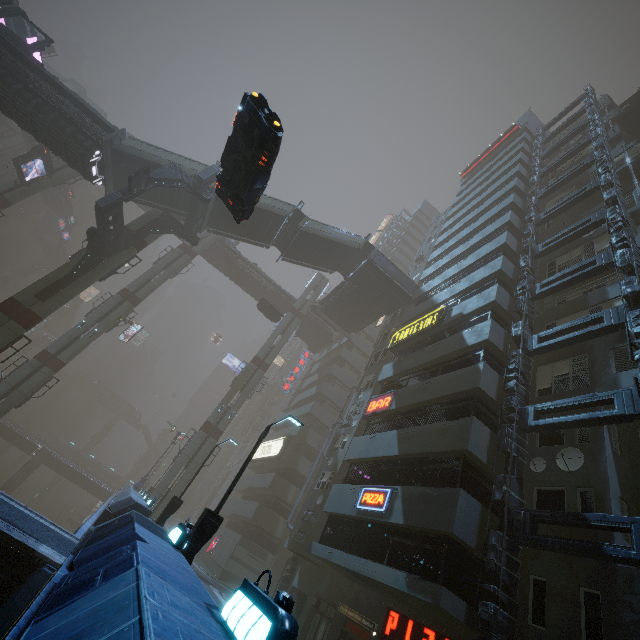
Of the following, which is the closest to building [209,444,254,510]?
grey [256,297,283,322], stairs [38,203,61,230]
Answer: grey [256,297,283,322]

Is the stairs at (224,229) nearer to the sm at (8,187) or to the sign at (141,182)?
the sm at (8,187)

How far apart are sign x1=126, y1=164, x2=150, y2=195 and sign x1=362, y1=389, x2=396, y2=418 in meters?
20.2

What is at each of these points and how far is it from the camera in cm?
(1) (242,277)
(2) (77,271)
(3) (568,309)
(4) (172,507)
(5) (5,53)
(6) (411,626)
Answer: (1) bridge, 4584
(2) building structure, 2212
(3) building, 1703
(4) street light, 1642
(5) bridge, 2045
(6) sign, 1244

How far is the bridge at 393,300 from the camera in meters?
29.6 m

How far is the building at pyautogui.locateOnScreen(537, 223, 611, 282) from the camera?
18.5m

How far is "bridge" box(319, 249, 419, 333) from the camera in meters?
29.6
